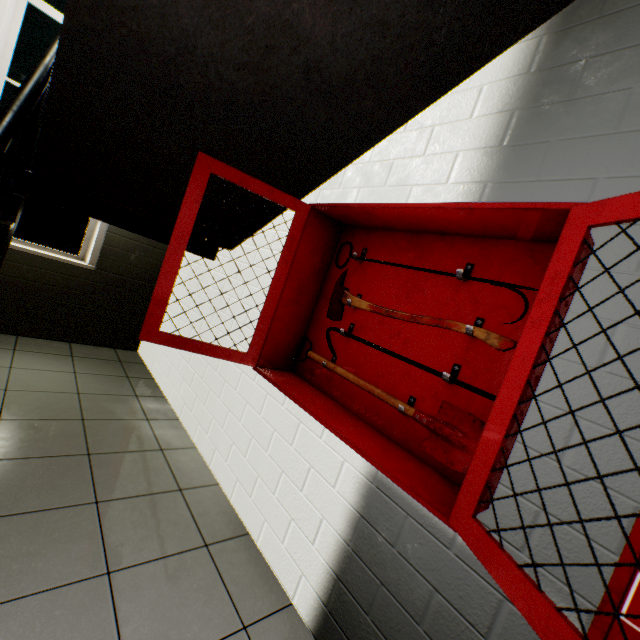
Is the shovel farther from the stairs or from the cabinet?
the stairs

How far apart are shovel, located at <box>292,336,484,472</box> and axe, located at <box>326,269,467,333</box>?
0.3m

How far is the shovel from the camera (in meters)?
1.24

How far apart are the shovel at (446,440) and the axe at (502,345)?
0.3 meters

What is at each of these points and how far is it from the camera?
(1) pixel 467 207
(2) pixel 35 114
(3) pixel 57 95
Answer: (1) cabinet, 1.2 meters
(2) railing, 1.8 meters
(3) stairs, 1.7 meters

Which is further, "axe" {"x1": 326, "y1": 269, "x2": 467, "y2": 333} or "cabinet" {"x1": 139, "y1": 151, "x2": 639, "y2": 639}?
"axe" {"x1": 326, "y1": 269, "x2": 467, "y2": 333}

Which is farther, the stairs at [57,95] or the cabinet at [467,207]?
the stairs at [57,95]
